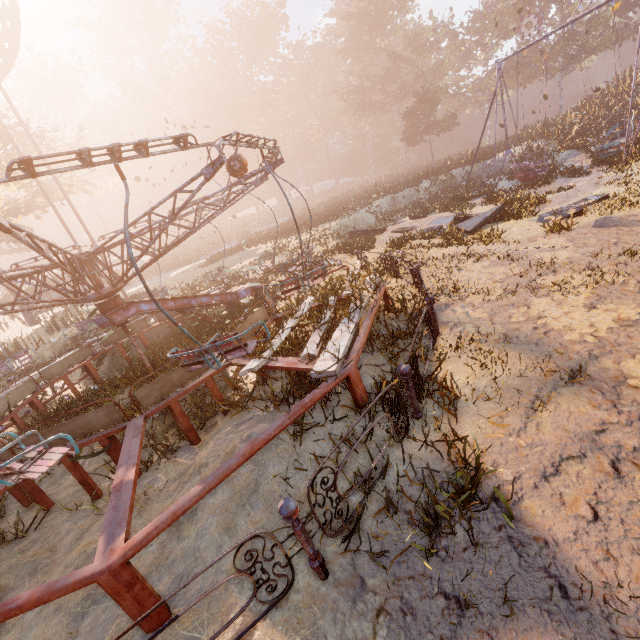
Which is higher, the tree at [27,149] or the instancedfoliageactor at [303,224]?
the tree at [27,149]

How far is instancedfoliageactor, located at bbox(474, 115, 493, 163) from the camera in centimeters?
2428cm

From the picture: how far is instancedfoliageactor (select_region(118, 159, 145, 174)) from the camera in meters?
49.6 m

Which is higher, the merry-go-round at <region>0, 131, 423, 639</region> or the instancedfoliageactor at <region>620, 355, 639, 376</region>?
the merry-go-round at <region>0, 131, 423, 639</region>

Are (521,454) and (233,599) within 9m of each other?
yes

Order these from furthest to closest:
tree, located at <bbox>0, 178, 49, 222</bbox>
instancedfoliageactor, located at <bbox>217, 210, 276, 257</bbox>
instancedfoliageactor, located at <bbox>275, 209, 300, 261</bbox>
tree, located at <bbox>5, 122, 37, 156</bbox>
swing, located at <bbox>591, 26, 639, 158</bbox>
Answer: instancedfoliageactor, located at <bbox>217, 210, 276, 257</bbox>
tree, located at <bbox>0, 178, 49, 222</bbox>
instancedfoliageactor, located at <bbox>275, 209, 300, 261</bbox>
tree, located at <bbox>5, 122, 37, 156</bbox>
swing, located at <bbox>591, 26, 639, 158</bbox>

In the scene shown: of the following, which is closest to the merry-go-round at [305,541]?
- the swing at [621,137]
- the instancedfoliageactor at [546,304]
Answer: the instancedfoliageactor at [546,304]

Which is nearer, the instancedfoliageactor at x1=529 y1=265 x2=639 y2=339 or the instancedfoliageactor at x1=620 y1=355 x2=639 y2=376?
the instancedfoliageactor at x1=620 y1=355 x2=639 y2=376
